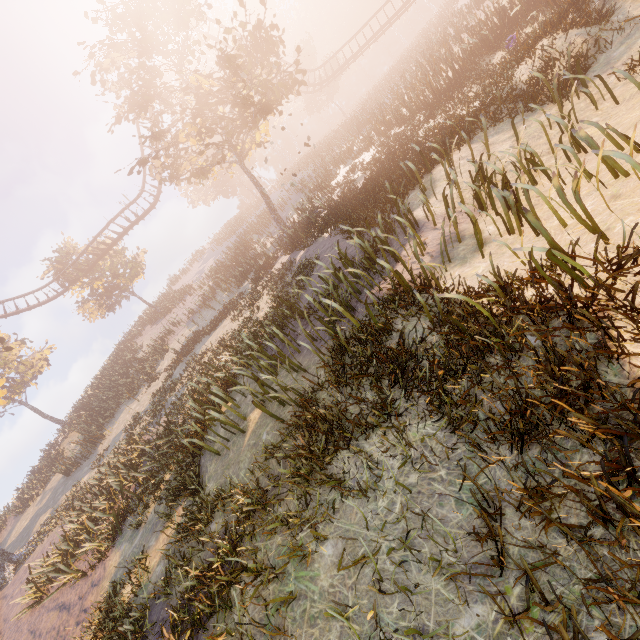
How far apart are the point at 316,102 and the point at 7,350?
48.07m

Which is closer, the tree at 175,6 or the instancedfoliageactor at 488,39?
the instancedfoliageactor at 488,39

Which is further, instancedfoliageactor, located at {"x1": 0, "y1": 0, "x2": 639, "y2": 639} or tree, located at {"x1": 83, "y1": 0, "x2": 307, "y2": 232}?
tree, located at {"x1": 83, "y1": 0, "x2": 307, "y2": 232}
